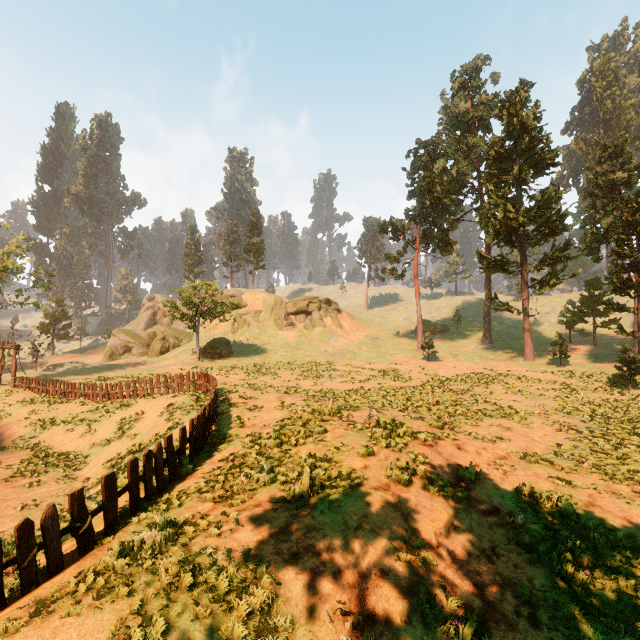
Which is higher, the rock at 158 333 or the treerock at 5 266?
the treerock at 5 266

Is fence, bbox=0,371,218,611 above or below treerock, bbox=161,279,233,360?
below

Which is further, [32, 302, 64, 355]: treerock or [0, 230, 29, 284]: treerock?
[32, 302, 64, 355]: treerock

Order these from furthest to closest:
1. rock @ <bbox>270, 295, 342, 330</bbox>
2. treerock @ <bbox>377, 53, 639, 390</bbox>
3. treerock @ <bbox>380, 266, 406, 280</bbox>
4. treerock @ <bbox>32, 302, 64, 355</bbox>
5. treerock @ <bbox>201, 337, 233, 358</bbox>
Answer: treerock @ <bbox>32, 302, 64, 355</bbox> < rock @ <bbox>270, 295, 342, 330</bbox> < treerock @ <bbox>380, 266, 406, 280</bbox> < treerock @ <bbox>201, 337, 233, 358</bbox> < treerock @ <bbox>377, 53, 639, 390</bbox>

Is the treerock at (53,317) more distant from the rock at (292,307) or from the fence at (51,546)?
the rock at (292,307)

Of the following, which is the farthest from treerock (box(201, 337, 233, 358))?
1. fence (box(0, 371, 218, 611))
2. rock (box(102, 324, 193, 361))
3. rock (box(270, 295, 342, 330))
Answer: rock (box(270, 295, 342, 330))

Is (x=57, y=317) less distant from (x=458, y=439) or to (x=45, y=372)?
(x=45, y=372)
